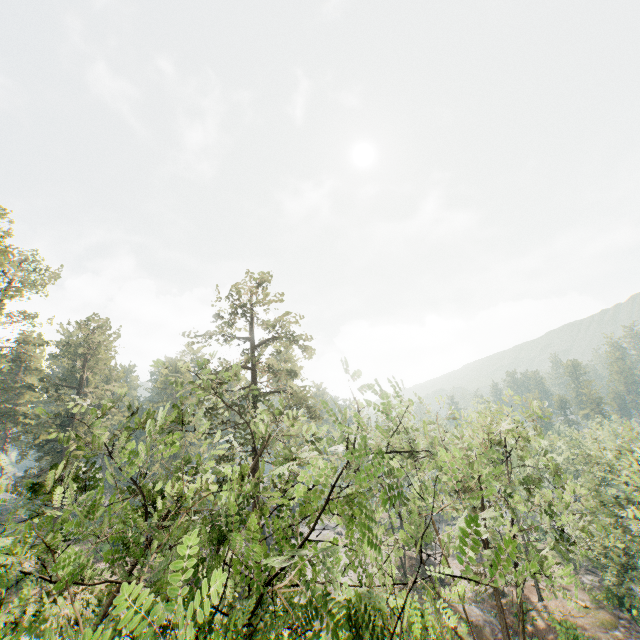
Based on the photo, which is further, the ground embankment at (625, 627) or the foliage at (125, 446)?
the ground embankment at (625, 627)

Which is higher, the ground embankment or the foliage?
the foliage

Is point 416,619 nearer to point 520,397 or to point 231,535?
point 231,535

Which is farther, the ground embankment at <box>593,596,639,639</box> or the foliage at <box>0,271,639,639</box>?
the ground embankment at <box>593,596,639,639</box>

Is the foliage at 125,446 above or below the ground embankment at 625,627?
above
